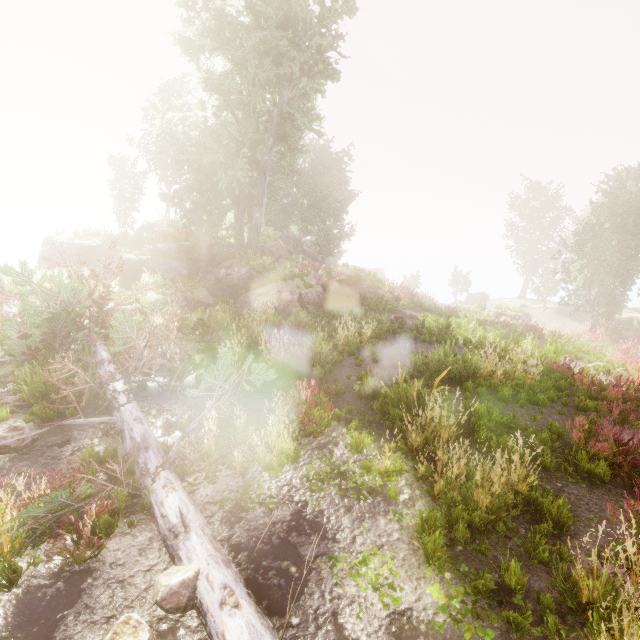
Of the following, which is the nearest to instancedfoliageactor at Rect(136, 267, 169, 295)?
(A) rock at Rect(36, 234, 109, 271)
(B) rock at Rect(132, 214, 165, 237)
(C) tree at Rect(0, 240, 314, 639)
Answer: (B) rock at Rect(132, 214, 165, 237)

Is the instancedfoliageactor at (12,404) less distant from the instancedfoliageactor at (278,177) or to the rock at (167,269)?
the instancedfoliageactor at (278,177)

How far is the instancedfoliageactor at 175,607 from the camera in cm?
336

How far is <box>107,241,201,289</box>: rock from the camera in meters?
20.2 m

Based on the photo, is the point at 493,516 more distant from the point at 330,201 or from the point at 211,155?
the point at 330,201

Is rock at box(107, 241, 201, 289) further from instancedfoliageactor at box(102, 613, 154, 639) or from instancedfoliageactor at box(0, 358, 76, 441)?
instancedfoliageactor at box(0, 358, 76, 441)
